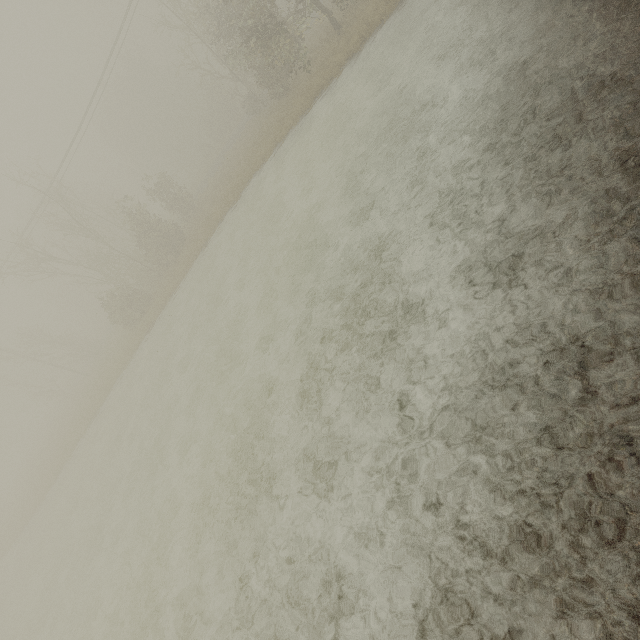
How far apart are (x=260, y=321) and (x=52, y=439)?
40.32m
